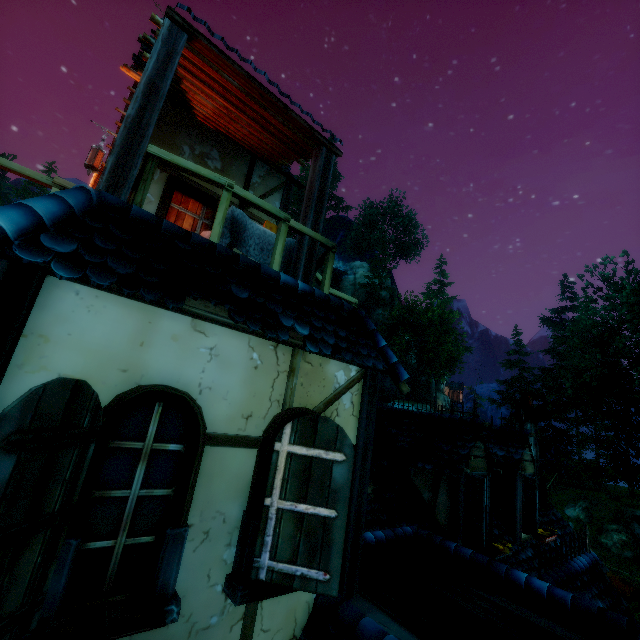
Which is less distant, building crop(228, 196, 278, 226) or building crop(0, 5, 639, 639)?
building crop(0, 5, 639, 639)

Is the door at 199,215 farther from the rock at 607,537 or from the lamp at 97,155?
the rock at 607,537

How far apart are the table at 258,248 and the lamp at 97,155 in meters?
2.4 m

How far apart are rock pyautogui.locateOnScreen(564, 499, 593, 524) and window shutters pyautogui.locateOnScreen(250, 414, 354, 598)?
30.5 meters

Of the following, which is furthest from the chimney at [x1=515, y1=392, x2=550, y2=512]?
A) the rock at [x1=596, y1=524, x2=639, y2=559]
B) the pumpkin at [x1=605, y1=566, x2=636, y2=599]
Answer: the rock at [x1=596, y1=524, x2=639, y2=559]

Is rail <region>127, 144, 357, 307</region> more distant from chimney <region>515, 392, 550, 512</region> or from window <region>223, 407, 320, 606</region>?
chimney <region>515, 392, 550, 512</region>

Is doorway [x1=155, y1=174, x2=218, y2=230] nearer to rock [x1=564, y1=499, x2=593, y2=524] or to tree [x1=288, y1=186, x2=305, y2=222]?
tree [x1=288, y1=186, x2=305, y2=222]

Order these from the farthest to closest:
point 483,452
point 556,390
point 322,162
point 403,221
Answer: point 403,221 < point 556,390 < point 483,452 < point 322,162
